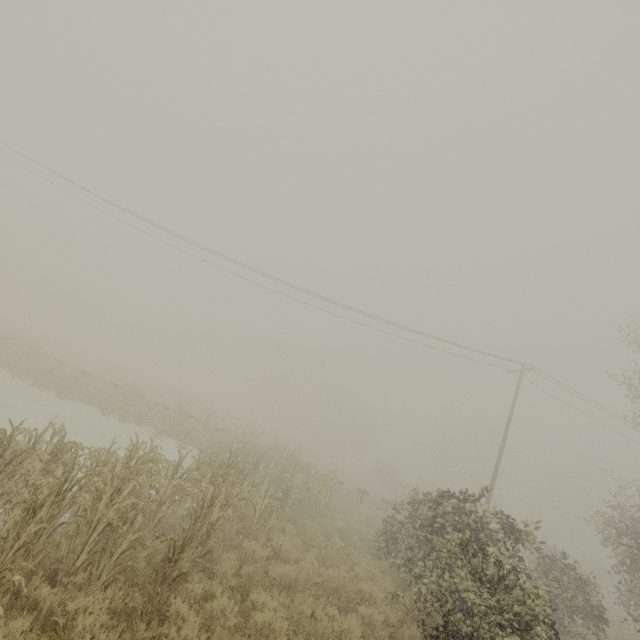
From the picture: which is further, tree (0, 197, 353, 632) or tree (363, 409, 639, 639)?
tree (363, 409, 639, 639)

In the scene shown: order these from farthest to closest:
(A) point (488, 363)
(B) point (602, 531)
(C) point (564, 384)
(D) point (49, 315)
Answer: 1. (D) point (49, 315)
2. (A) point (488, 363)
3. (C) point (564, 384)
4. (B) point (602, 531)

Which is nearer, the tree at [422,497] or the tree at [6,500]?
the tree at [6,500]
